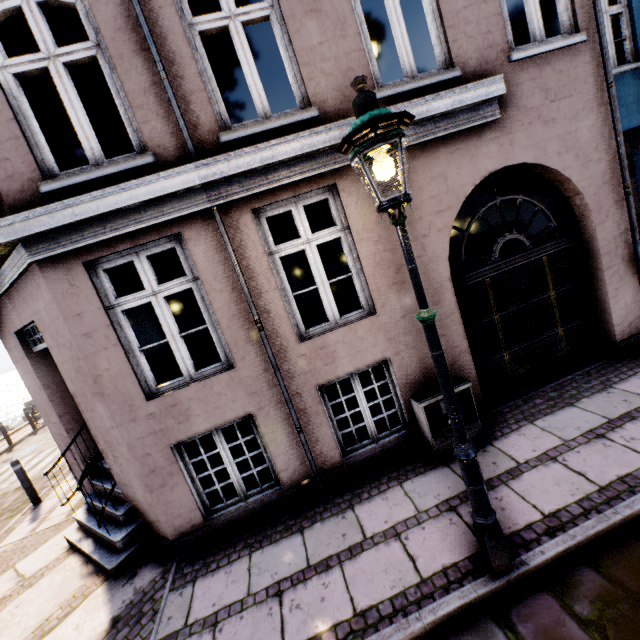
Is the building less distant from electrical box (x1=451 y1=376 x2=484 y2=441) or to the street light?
electrical box (x1=451 y1=376 x2=484 y2=441)

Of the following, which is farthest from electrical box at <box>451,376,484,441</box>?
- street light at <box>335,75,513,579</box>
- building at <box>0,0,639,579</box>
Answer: street light at <box>335,75,513,579</box>

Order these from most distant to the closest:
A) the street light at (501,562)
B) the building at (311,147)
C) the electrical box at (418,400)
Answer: the electrical box at (418,400) → the building at (311,147) → the street light at (501,562)

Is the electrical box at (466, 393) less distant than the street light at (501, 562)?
No

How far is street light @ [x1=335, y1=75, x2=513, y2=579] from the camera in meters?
2.0

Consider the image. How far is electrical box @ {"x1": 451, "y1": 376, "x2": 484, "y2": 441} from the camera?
4.3 meters

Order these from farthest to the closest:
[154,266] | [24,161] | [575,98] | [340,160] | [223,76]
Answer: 1. [223,76]
2. [154,266]
3. [575,98]
4. [340,160]
5. [24,161]
